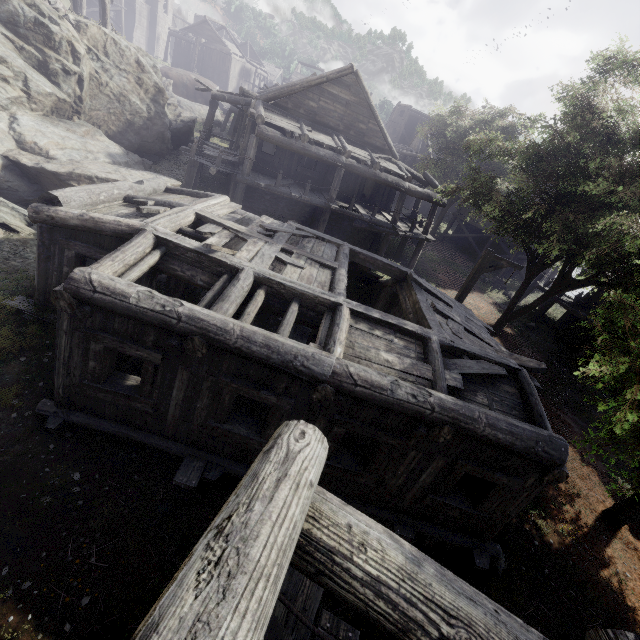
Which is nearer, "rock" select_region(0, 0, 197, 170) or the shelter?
"rock" select_region(0, 0, 197, 170)

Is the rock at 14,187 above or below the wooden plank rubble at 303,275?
below

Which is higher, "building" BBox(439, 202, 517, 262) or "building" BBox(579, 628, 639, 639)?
"building" BBox(579, 628, 639, 639)

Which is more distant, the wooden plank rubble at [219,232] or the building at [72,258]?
the wooden plank rubble at [219,232]

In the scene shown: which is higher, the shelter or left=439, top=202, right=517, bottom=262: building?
the shelter

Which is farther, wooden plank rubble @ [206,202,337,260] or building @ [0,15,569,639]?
wooden plank rubble @ [206,202,337,260]

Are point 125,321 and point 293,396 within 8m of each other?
yes

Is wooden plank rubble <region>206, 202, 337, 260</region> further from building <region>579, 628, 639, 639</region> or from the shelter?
the shelter
